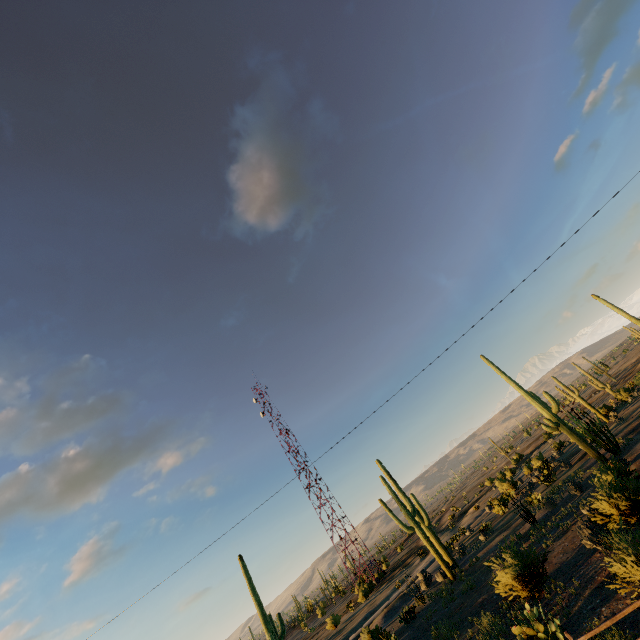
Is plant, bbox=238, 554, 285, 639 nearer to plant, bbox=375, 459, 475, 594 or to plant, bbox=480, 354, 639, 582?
plant, bbox=375, 459, 475, 594

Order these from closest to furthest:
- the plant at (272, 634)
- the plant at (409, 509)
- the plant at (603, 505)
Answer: the plant at (603, 505) → the plant at (272, 634) → the plant at (409, 509)

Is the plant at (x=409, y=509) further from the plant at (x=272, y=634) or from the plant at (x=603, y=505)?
the plant at (x=272, y=634)

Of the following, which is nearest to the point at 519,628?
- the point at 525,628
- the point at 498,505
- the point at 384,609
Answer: the point at 525,628

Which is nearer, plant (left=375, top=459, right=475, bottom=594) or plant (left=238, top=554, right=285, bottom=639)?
plant (left=238, top=554, right=285, bottom=639)

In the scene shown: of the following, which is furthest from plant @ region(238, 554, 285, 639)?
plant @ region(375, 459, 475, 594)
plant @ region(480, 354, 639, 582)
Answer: plant @ region(480, 354, 639, 582)

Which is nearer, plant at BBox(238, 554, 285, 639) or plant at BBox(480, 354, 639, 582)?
plant at BBox(480, 354, 639, 582)

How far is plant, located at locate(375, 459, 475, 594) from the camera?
23.0m
